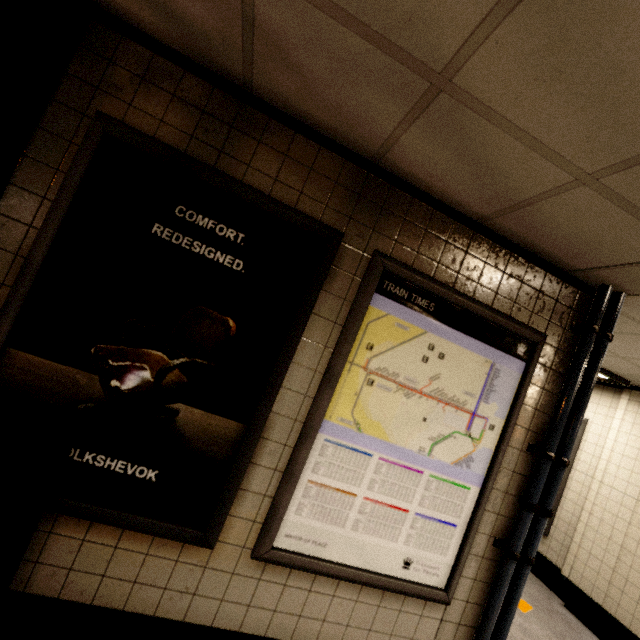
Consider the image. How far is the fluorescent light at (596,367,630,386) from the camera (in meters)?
4.04

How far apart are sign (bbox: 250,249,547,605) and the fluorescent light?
1.8m

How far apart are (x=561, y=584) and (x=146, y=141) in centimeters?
662cm

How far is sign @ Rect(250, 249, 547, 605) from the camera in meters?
1.8

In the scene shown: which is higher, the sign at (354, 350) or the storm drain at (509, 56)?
the storm drain at (509, 56)

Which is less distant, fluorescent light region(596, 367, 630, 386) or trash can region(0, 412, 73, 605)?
trash can region(0, 412, 73, 605)

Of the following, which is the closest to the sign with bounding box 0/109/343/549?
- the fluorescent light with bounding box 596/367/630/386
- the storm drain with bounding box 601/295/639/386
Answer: the storm drain with bounding box 601/295/639/386

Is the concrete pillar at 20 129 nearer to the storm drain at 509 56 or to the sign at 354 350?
the storm drain at 509 56
